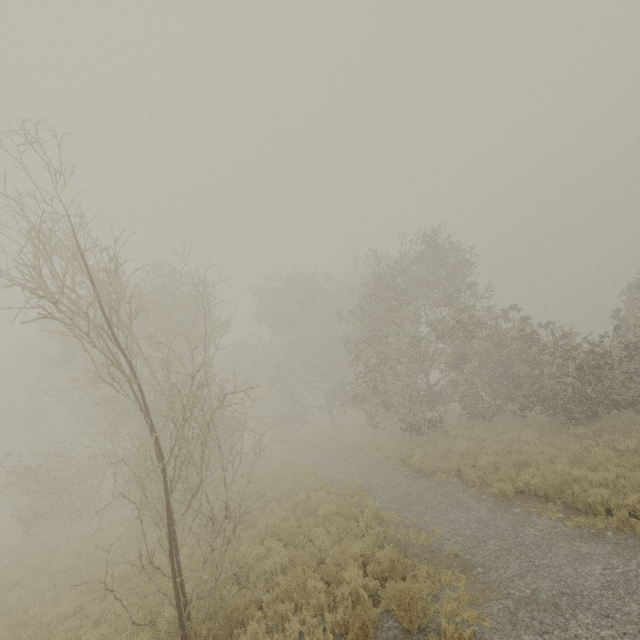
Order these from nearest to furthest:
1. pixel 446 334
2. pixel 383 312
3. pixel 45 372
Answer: pixel 446 334
pixel 383 312
pixel 45 372
